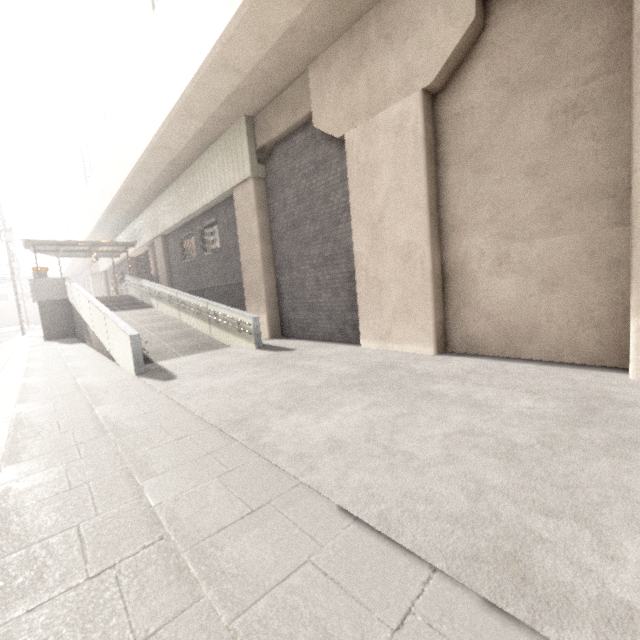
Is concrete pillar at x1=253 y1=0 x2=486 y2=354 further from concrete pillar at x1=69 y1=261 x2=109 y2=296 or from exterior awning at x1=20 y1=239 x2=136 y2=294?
concrete pillar at x1=69 y1=261 x2=109 y2=296

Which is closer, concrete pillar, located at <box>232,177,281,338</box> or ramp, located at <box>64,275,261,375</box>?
ramp, located at <box>64,275,261,375</box>

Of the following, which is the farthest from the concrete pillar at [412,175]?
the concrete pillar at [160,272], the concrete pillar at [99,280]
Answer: the concrete pillar at [99,280]

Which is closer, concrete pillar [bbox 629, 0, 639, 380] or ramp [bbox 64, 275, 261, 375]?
concrete pillar [bbox 629, 0, 639, 380]

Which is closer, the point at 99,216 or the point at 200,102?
the point at 200,102

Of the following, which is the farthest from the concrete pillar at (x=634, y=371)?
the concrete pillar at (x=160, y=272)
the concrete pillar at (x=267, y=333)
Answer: the concrete pillar at (x=160, y=272)

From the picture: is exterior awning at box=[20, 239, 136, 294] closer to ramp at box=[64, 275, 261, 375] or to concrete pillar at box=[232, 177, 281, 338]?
ramp at box=[64, 275, 261, 375]

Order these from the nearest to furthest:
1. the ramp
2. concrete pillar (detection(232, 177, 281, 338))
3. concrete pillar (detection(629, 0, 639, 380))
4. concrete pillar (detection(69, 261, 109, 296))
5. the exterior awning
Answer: concrete pillar (detection(629, 0, 639, 380)) < the ramp < concrete pillar (detection(232, 177, 281, 338)) < the exterior awning < concrete pillar (detection(69, 261, 109, 296))
